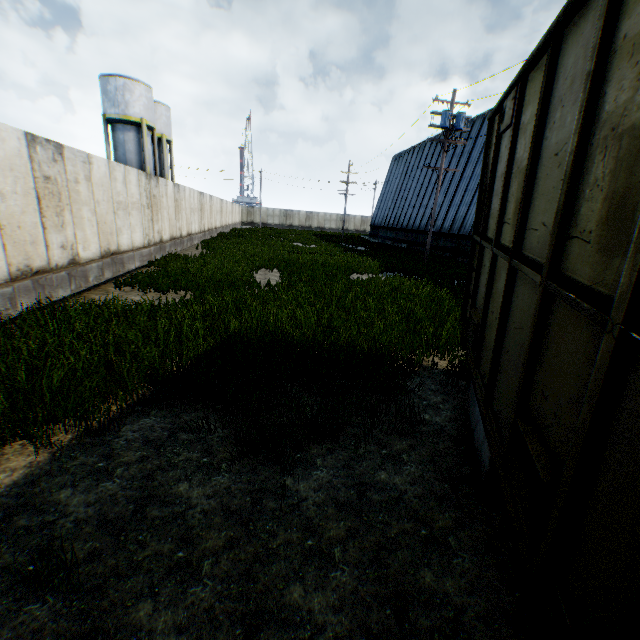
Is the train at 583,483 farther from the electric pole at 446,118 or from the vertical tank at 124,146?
the vertical tank at 124,146

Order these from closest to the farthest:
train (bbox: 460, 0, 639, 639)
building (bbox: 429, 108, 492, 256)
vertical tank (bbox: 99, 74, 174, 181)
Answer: train (bbox: 460, 0, 639, 639) < building (bbox: 429, 108, 492, 256) < vertical tank (bbox: 99, 74, 174, 181)

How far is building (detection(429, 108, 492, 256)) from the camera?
24.42m

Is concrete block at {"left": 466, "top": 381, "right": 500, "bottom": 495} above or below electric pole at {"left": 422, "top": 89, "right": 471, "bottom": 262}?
below

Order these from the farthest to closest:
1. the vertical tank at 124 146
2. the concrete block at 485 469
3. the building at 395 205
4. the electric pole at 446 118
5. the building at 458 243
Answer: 1. the building at 395 205
2. the vertical tank at 124 146
3. the building at 458 243
4. the electric pole at 446 118
5. the concrete block at 485 469

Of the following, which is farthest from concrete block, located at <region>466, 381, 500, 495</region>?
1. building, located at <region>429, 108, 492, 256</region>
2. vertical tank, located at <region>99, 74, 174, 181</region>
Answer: vertical tank, located at <region>99, 74, 174, 181</region>

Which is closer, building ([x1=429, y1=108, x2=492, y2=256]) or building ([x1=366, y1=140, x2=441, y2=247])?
building ([x1=429, y1=108, x2=492, y2=256])

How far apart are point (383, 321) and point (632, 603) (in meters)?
6.56
